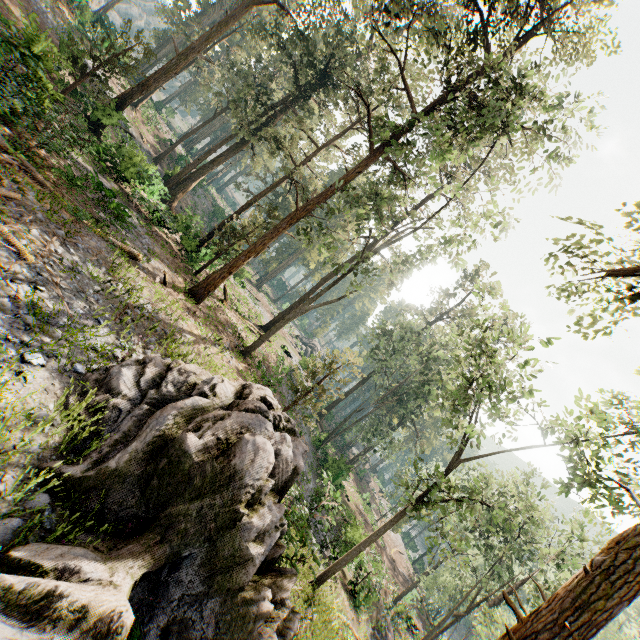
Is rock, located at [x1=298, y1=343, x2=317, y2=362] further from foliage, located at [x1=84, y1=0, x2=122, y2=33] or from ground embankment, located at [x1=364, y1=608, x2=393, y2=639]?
ground embankment, located at [x1=364, y1=608, x2=393, y2=639]

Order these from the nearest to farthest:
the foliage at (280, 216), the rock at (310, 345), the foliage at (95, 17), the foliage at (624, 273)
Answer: the foliage at (624, 273) → the foliage at (280, 216) → the foliage at (95, 17) → the rock at (310, 345)

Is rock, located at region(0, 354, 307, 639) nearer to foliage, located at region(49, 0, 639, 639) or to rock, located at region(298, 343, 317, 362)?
foliage, located at region(49, 0, 639, 639)

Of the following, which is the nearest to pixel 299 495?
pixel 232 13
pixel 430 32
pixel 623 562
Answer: pixel 623 562

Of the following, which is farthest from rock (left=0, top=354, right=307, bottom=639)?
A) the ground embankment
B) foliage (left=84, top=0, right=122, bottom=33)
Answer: the ground embankment

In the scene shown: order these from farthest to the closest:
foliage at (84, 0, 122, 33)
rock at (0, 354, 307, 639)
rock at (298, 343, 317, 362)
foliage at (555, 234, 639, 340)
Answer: rock at (298, 343, 317, 362)
foliage at (84, 0, 122, 33)
foliage at (555, 234, 639, 340)
rock at (0, 354, 307, 639)

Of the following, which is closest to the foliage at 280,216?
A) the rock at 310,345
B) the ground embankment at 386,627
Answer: the rock at 310,345
